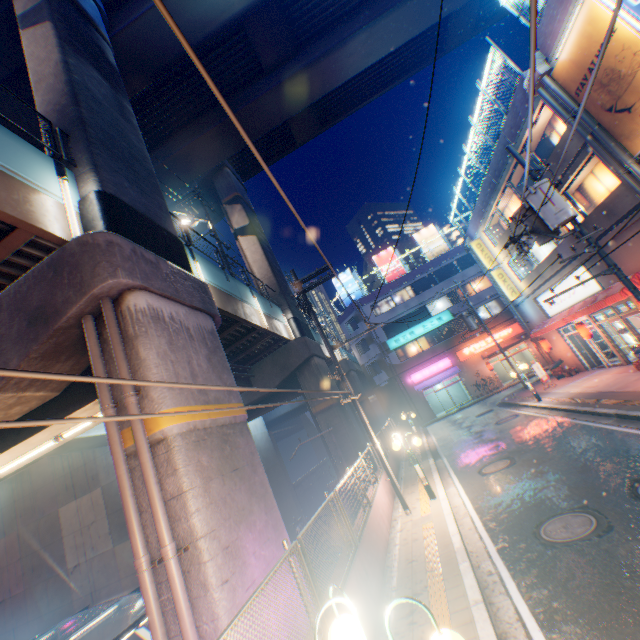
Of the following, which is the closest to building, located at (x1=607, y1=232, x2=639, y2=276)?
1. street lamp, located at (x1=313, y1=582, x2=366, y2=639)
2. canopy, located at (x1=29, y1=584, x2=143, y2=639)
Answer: street lamp, located at (x1=313, y1=582, x2=366, y2=639)

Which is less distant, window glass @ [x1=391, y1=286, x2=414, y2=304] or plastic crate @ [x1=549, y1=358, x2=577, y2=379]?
plastic crate @ [x1=549, y1=358, x2=577, y2=379]

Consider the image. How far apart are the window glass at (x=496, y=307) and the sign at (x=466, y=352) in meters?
1.6

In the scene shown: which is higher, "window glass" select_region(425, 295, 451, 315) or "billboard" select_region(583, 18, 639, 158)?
"window glass" select_region(425, 295, 451, 315)

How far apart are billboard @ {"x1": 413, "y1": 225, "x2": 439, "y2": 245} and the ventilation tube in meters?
27.2

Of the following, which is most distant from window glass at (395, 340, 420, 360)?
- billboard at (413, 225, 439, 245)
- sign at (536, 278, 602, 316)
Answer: sign at (536, 278, 602, 316)

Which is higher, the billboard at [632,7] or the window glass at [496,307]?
the billboard at [632,7]

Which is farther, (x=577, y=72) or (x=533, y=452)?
(x=533, y=452)
